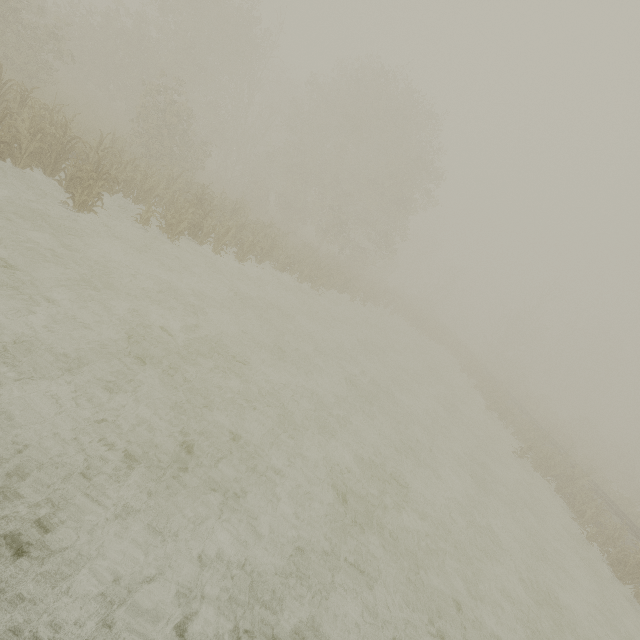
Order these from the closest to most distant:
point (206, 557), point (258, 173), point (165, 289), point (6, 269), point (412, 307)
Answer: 1. point (206, 557)
2. point (6, 269)
3. point (165, 289)
4. point (258, 173)
5. point (412, 307)
